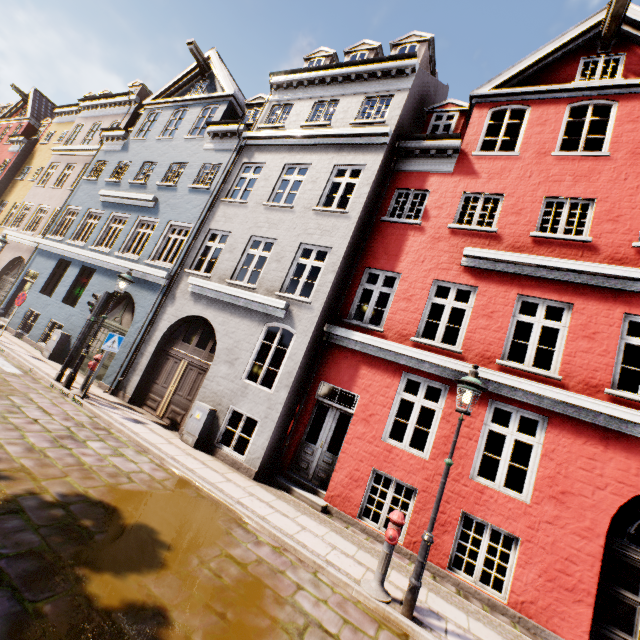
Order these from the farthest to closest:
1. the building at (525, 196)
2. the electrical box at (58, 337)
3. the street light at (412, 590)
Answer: the electrical box at (58, 337), the building at (525, 196), the street light at (412, 590)

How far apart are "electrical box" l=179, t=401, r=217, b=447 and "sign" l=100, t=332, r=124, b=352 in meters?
2.7 m

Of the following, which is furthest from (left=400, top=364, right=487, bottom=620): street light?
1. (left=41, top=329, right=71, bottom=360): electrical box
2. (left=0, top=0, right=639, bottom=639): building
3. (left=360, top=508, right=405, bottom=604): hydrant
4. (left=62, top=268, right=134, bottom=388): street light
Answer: (left=41, top=329, right=71, bottom=360): electrical box

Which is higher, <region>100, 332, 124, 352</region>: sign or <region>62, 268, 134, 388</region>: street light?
<region>62, 268, 134, 388</region>: street light

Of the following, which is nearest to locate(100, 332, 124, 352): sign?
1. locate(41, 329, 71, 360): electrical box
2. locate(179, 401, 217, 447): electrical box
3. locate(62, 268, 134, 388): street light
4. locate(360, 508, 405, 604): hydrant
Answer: locate(62, 268, 134, 388): street light

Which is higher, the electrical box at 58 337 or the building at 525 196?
the building at 525 196

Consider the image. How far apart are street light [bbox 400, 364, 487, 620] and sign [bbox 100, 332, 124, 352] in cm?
878

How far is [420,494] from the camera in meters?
7.1 m
